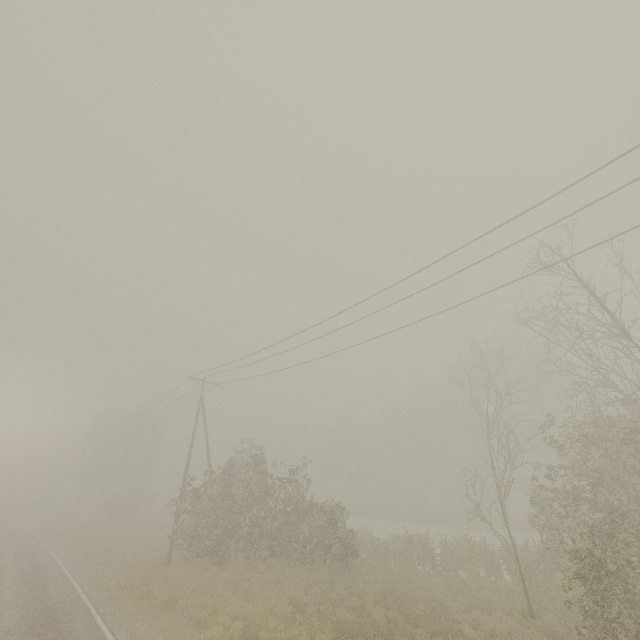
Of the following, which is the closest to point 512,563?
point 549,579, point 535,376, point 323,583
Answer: point 549,579
